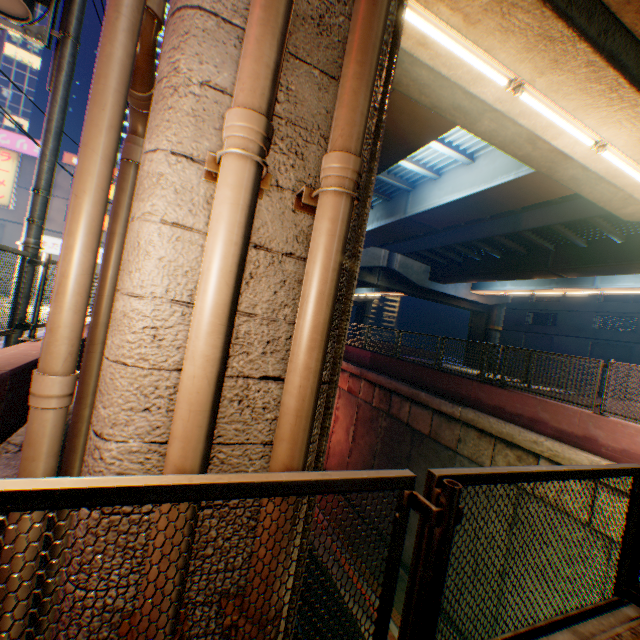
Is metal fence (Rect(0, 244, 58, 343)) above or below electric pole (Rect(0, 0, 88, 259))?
below

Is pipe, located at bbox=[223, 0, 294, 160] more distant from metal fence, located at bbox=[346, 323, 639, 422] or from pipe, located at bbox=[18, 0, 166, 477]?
pipe, located at bbox=[18, 0, 166, 477]

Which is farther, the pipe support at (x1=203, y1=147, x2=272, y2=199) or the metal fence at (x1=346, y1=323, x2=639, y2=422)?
the metal fence at (x1=346, y1=323, x2=639, y2=422)

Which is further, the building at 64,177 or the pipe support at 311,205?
the building at 64,177

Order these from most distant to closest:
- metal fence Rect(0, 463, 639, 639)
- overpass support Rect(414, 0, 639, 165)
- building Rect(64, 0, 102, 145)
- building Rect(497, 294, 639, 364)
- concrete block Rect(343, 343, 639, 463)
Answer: building Rect(64, 0, 102, 145) → building Rect(497, 294, 639, 364) → concrete block Rect(343, 343, 639, 463) → overpass support Rect(414, 0, 639, 165) → metal fence Rect(0, 463, 639, 639)

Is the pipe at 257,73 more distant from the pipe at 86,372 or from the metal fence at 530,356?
the pipe at 86,372

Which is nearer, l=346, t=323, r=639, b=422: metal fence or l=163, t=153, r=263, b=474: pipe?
l=163, t=153, r=263, b=474: pipe

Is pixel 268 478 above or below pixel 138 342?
below
